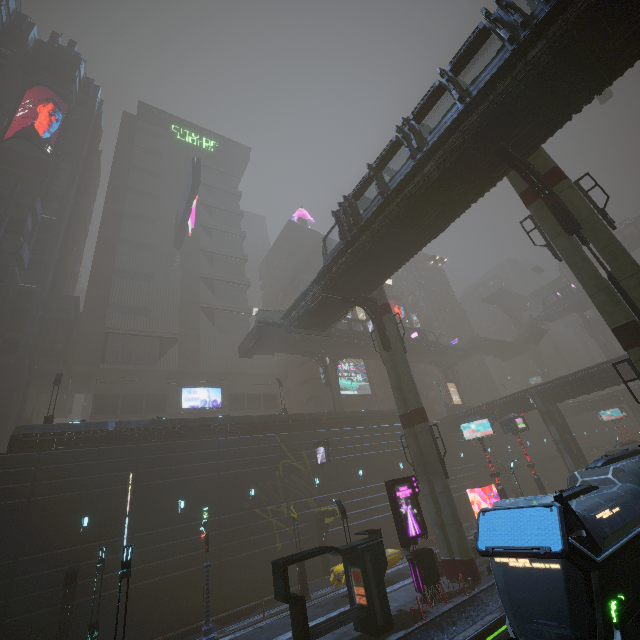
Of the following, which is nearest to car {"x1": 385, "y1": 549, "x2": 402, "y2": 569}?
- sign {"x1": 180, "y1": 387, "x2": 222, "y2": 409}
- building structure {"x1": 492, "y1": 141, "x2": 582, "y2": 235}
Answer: building structure {"x1": 492, "y1": 141, "x2": 582, "y2": 235}

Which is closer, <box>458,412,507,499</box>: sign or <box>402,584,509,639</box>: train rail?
<box>402,584,509,639</box>: train rail

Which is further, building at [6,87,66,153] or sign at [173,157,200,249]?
building at [6,87,66,153]

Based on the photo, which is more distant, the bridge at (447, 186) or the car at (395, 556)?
the car at (395, 556)

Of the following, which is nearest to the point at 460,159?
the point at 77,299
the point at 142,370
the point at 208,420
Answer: the point at 208,420

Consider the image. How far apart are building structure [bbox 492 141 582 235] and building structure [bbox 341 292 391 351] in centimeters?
1334cm

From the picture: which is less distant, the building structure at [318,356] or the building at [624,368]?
the building at [624,368]

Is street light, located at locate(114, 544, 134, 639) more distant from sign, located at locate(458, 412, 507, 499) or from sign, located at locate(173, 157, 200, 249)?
sign, located at locate(173, 157, 200, 249)
